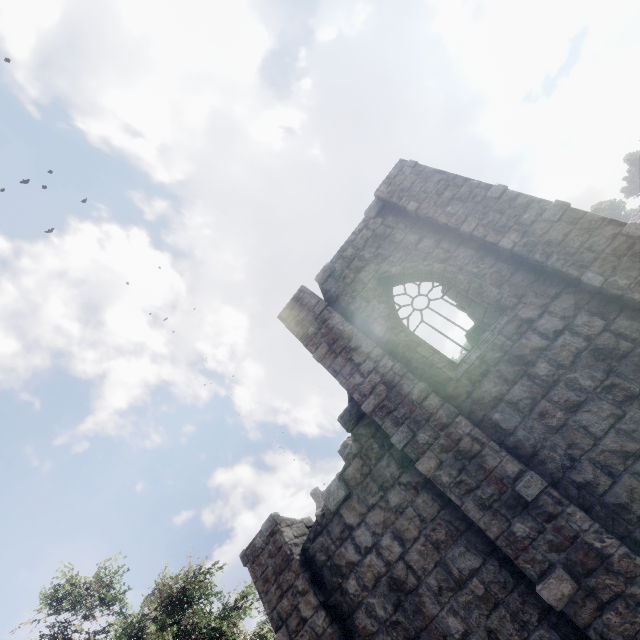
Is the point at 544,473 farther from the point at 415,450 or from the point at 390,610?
the point at 390,610
